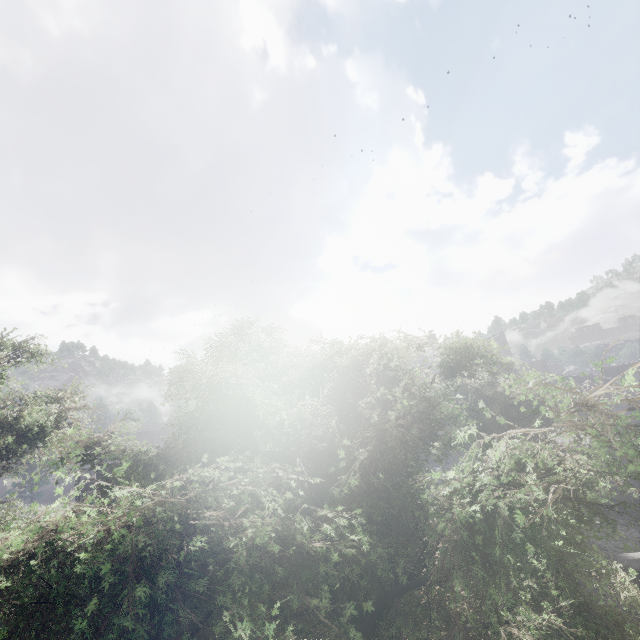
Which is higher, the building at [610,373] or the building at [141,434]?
the building at [141,434]

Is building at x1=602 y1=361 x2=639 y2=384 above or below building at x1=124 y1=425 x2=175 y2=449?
below

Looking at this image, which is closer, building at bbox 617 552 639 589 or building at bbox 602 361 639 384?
building at bbox 617 552 639 589

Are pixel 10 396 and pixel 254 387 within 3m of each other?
no

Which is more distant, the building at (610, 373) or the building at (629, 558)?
the building at (610, 373)

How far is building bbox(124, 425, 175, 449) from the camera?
41.72m

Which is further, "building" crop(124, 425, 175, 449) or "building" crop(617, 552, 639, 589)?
"building" crop(124, 425, 175, 449)

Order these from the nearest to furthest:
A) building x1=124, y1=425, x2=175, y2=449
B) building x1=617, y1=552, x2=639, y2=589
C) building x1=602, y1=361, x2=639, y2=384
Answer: building x1=617, y1=552, x2=639, y2=589 → building x1=602, y1=361, x2=639, y2=384 → building x1=124, y1=425, x2=175, y2=449
